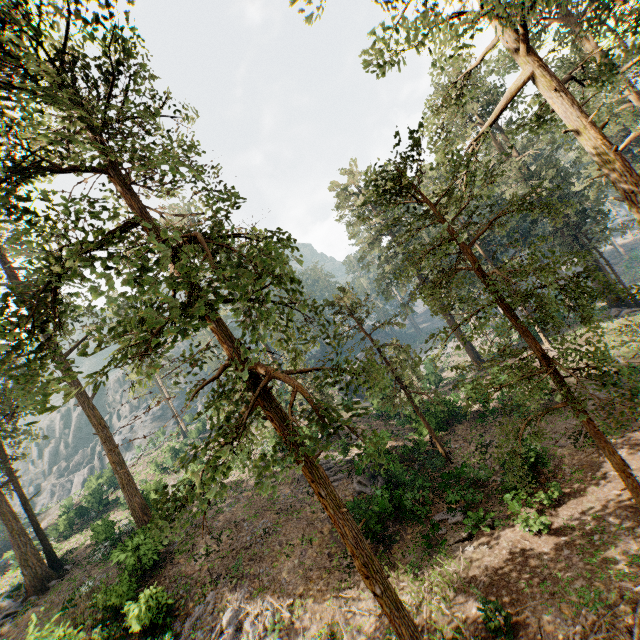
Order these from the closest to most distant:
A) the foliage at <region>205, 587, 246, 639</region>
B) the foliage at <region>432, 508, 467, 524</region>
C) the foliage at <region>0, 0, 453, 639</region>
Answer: the foliage at <region>0, 0, 453, 639</region> → the foliage at <region>205, 587, 246, 639</region> → the foliage at <region>432, 508, 467, 524</region>

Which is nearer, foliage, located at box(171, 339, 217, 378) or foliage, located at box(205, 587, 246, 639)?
foliage, located at box(171, 339, 217, 378)

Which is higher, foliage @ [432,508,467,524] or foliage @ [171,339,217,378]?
foliage @ [171,339,217,378]

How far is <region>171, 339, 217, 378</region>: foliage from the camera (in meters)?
9.35

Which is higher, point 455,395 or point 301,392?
point 301,392

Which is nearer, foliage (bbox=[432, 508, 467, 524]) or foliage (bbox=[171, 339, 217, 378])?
foliage (bbox=[171, 339, 217, 378])

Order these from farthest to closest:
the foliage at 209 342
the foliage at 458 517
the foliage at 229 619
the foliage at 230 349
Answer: the foliage at 458 517 → the foliage at 229 619 → the foliage at 209 342 → the foliage at 230 349

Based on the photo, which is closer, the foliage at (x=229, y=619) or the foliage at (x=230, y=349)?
the foliage at (x=230, y=349)
